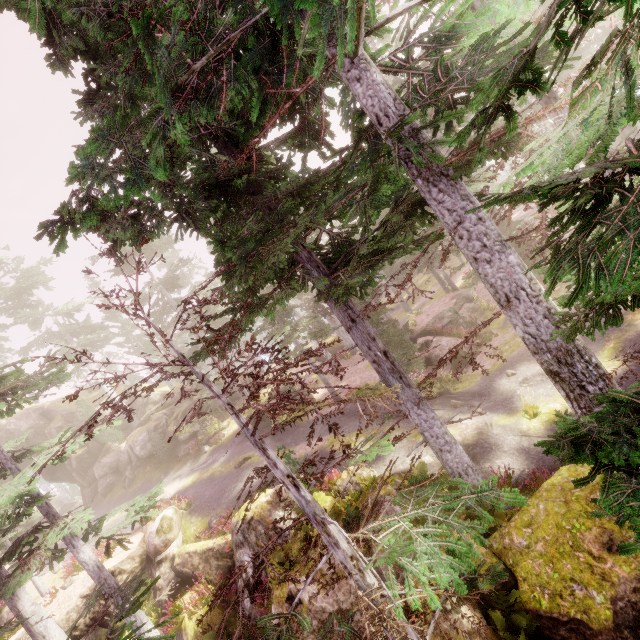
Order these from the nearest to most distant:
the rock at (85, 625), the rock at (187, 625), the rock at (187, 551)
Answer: the rock at (187, 551)
the rock at (187, 625)
the rock at (85, 625)

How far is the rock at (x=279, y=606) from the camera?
8.8 meters

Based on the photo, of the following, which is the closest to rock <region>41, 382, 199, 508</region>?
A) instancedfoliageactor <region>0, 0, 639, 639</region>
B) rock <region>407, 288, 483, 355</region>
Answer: instancedfoliageactor <region>0, 0, 639, 639</region>

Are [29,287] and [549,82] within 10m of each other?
no

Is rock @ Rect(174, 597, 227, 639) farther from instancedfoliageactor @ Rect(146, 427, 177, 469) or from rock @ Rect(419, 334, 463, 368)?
rock @ Rect(419, 334, 463, 368)
